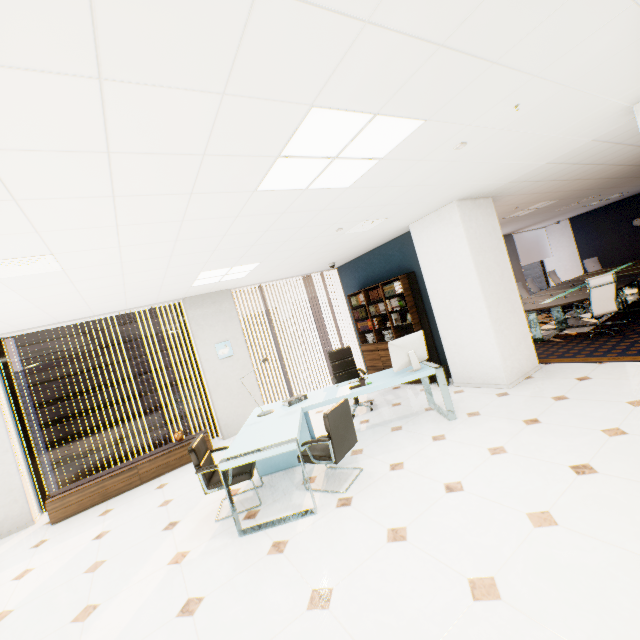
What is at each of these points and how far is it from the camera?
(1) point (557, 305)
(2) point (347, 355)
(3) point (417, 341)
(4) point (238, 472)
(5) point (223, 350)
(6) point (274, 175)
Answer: (1) table, 6.6 meters
(2) chair, 6.2 meters
(3) monitor, 4.6 meters
(4) chair, 3.6 meters
(5) picture, 6.7 meters
(6) light, 2.5 meters

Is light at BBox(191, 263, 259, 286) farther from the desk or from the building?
the building

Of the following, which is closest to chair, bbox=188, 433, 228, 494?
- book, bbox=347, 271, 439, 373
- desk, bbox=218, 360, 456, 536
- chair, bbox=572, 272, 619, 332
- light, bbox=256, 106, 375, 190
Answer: desk, bbox=218, 360, 456, 536

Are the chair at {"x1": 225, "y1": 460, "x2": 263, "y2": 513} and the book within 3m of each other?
no

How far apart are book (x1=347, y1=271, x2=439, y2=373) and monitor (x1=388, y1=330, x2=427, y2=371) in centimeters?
149cm

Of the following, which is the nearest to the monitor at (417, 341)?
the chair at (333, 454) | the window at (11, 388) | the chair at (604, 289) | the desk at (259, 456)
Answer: the desk at (259, 456)

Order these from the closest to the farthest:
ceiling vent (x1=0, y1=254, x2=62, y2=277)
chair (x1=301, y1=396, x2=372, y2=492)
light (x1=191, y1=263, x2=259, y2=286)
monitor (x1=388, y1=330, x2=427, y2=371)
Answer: ceiling vent (x1=0, y1=254, x2=62, y2=277) < chair (x1=301, y1=396, x2=372, y2=492) < monitor (x1=388, y1=330, x2=427, y2=371) < light (x1=191, y1=263, x2=259, y2=286)

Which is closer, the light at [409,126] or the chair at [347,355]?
the light at [409,126]
